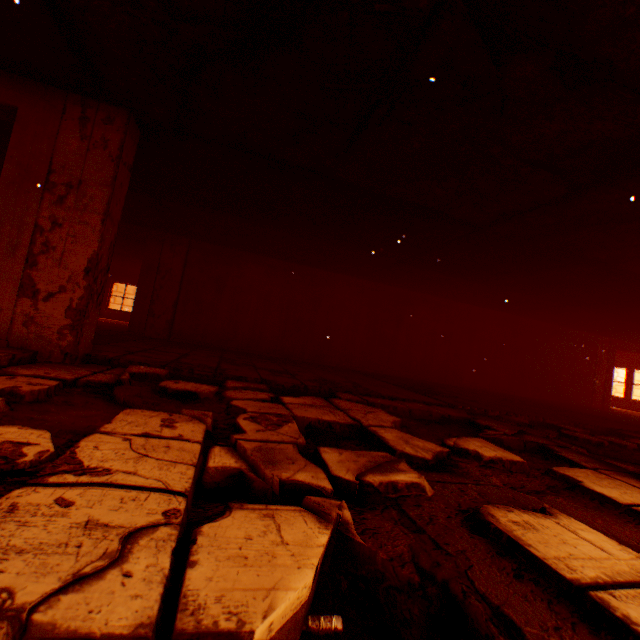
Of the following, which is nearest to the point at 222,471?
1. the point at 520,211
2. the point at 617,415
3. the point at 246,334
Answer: the point at 520,211

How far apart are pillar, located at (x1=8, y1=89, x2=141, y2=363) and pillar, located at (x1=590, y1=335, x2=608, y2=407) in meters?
15.1

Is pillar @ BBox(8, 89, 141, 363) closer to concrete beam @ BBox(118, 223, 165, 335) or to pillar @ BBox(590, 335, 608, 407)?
concrete beam @ BBox(118, 223, 165, 335)

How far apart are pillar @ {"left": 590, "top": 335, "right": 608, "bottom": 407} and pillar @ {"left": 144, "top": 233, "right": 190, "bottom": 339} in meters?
14.4 m

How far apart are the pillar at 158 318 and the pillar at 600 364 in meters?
14.4

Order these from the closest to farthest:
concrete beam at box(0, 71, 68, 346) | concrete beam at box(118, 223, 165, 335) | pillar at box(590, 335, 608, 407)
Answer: concrete beam at box(0, 71, 68, 346), concrete beam at box(118, 223, 165, 335), pillar at box(590, 335, 608, 407)

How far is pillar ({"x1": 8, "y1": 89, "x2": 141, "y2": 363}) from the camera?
3.2 meters

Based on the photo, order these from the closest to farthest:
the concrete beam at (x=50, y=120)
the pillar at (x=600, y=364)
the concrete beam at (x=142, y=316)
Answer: the concrete beam at (x=50, y=120), the concrete beam at (x=142, y=316), the pillar at (x=600, y=364)
